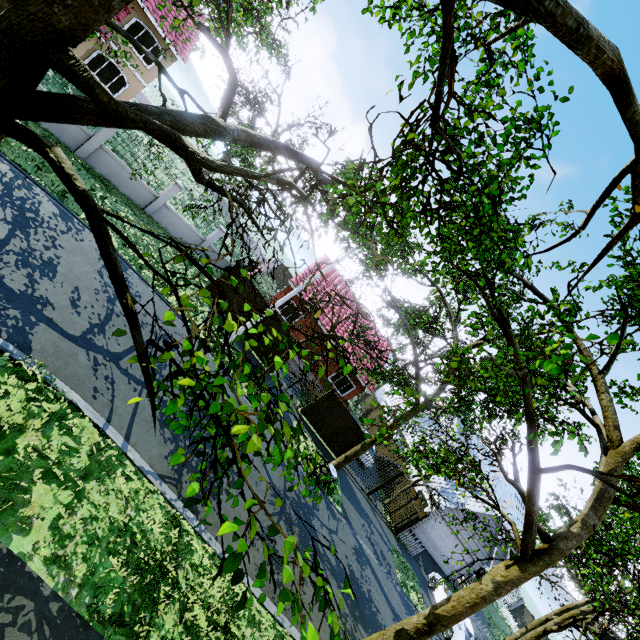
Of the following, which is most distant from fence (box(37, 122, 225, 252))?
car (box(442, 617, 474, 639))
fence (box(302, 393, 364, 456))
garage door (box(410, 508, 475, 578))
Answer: car (box(442, 617, 474, 639))

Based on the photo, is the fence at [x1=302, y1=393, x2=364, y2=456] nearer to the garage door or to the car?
the garage door

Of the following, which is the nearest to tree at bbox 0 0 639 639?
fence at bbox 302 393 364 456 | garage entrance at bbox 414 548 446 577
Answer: fence at bbox 302 393 364 456

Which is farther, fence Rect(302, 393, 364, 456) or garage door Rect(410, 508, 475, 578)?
garage door Rect(410, 508, 475, 578)

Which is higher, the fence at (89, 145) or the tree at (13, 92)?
the tree at (13, 92)

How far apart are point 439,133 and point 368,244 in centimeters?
619cm

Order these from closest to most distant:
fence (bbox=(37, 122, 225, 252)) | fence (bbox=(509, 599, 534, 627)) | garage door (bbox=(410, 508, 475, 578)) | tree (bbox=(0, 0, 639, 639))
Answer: tree (bbox=(0, 0, 639, 639)) < fence (bbox=(37, 122, 225, 252)) < garage door (bbox=(410, 508, 475, 578)) < fence (bbox=(509, 599, 534, 627))

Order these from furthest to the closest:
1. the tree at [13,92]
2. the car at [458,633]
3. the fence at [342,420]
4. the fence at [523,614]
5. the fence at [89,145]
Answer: the fence at [523,614], the fence at [342,420], the car at [458,633], the fence at [89,145], the tree at [13,92]
